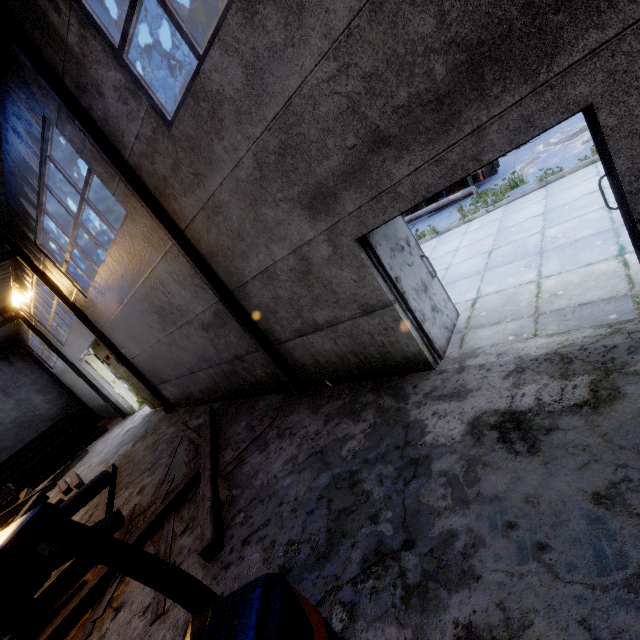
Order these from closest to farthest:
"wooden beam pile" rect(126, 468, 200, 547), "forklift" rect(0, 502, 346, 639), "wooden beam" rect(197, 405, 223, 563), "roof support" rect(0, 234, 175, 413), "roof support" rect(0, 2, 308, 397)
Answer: "forklift" rect(0, 502, 346, 639)
"wooden beam" rect(197, 405, 223, 563)
"roof support" rect(0, 2, 308, 397)
"wooden beam pile" rect(126, 468, 200, 547)
"roof support" rect(0, 234, 175, 413)

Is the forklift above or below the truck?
above

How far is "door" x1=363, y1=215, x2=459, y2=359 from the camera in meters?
4.4

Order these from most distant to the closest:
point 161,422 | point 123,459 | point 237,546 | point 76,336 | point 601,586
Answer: point 76,336
point 161,422
point 123,459
point 237,546
point 601,586

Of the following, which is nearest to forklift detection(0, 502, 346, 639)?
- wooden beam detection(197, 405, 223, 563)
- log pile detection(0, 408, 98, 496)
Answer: wooden beam detection(197, 405, 223, 563)

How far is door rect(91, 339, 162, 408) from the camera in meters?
13.4

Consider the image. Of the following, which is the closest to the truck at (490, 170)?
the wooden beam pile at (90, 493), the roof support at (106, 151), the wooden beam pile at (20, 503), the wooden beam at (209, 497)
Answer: the roof support at (106, 151)

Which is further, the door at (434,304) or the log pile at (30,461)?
the log pile at (30,461)
